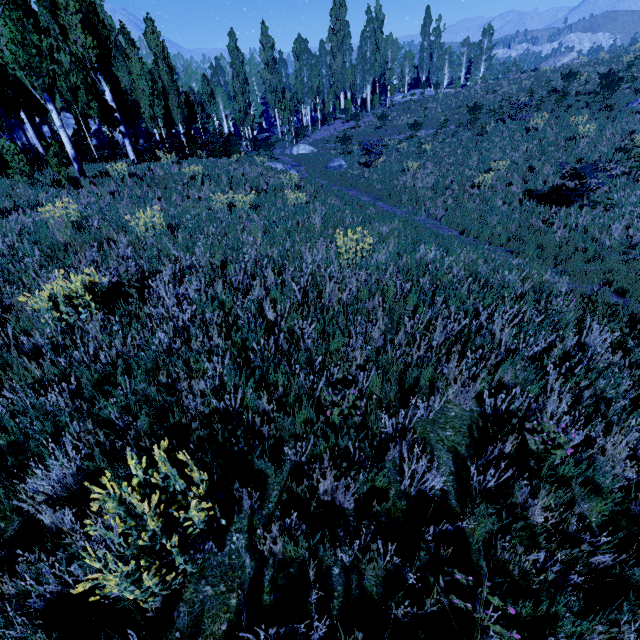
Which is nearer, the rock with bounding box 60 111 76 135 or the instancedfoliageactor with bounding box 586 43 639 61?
the instancedfoliageactor with bounding box 586 43 639 61

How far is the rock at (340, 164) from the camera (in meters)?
22.27

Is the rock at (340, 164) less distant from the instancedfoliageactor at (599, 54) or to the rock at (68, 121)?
the instancedfoliageactor at (599, 54)

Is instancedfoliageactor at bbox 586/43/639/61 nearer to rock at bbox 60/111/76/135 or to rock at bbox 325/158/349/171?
rock at bbox 60/111/76/135

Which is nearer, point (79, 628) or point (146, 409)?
point (79, 628)

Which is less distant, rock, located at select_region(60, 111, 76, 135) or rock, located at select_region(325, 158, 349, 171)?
rock, located at select_region(325, 158, 349, 171)

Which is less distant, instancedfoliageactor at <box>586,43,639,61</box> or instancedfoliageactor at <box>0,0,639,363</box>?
instancedfoliageactor at <box>0,0,639,363</box>
